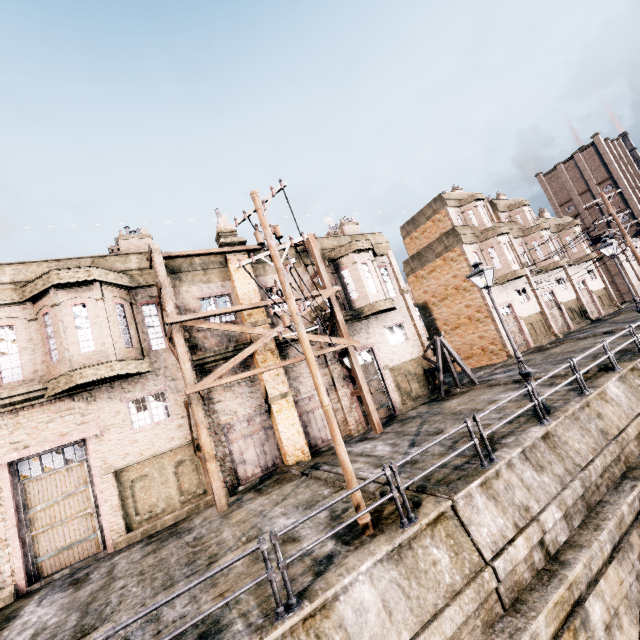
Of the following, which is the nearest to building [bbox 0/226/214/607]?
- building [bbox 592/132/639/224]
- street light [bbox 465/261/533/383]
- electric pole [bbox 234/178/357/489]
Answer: electric pole [bbox 234/178/357/489]

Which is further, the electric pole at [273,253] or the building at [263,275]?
the building at [263,275]

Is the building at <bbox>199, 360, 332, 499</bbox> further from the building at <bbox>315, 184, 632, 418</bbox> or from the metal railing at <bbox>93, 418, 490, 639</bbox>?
the metal railing at <bbox>93, 418, 490, 639</bbox>

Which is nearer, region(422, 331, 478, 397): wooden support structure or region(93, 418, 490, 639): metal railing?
region(93, 418, 490, 639): metal railing

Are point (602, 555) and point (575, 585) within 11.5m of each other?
yes

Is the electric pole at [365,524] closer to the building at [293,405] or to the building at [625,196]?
the building at [293,405]

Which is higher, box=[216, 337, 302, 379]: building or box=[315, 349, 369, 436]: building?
box=[216, 337, 302, 379]: building

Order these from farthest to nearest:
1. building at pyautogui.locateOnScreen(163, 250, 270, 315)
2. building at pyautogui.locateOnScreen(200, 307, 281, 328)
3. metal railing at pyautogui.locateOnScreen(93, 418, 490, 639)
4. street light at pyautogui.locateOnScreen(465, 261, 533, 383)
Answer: building at pyautogui.locateOnScreen(200, 307, 281, 328) → building at pyautogui.locateOnScreen(163, 250, 270, 315) → street light at pyautogui.locateOnScreen(465, 261, 533, 383) → metal railing at pyautogui.locateOnScreen(93, 418, 490, 639)
